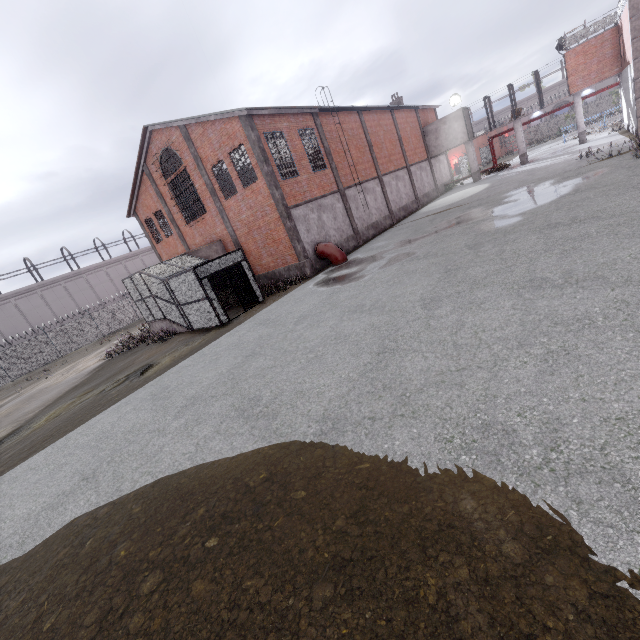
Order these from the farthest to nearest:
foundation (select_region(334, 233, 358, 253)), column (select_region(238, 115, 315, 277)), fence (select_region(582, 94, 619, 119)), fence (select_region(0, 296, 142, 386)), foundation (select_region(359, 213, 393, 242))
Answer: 1. fence (select_region(582, 94, 619, 119))
2. fence (select_region(0, 296, 142, 386))
3. foundation (select_region(359, 213, 393, 242))
4. foundation (select_region(334, 233, 358, 253))
5. column (select_region(238, 115, 315, 277))

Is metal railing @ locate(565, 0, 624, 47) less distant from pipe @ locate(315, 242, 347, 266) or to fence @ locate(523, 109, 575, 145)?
fence @ locate(523, 109, 575, 145)

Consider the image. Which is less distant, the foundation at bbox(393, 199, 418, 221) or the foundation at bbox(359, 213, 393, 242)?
the foundation at bbox(359, 213, 393, 242)

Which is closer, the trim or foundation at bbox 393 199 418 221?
the trim

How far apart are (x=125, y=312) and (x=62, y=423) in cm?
2826

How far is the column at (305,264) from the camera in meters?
16.6 m

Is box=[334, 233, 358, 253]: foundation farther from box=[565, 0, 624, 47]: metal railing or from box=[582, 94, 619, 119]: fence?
box=[582, 94, 619, 119]: fence

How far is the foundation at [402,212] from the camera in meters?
27.6
